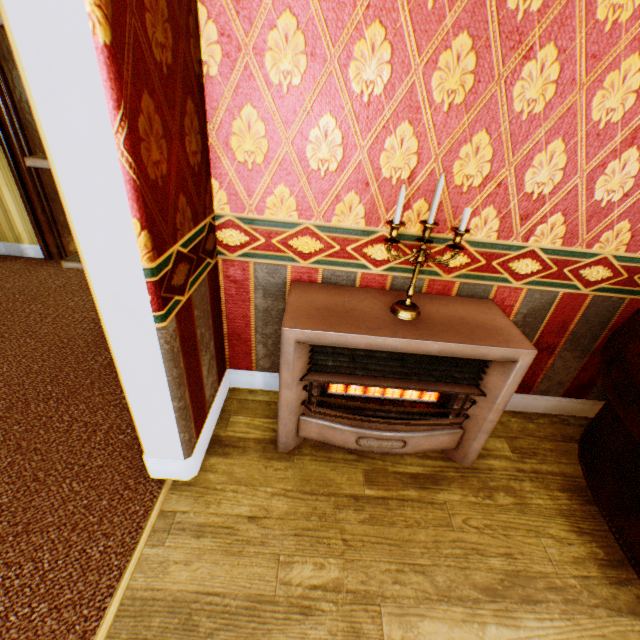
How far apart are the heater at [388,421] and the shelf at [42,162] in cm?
68

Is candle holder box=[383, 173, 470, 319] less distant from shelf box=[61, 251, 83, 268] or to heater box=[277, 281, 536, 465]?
heater box=[277, 281, 536, 465]

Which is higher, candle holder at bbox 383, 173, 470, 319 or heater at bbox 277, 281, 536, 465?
candle holder at bbox 383, 173, 470, 319

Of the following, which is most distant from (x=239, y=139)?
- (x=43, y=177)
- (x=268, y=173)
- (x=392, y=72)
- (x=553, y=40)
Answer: (x=43, y=177)

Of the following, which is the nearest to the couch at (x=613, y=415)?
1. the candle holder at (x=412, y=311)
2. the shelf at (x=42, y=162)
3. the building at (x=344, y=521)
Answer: the building at (x=344, y=521)

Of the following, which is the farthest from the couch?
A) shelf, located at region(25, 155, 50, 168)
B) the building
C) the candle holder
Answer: shelf, located at region(25, 155, 50, 168)

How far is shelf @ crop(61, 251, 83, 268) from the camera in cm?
148

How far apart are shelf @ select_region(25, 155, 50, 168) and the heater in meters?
0.7
